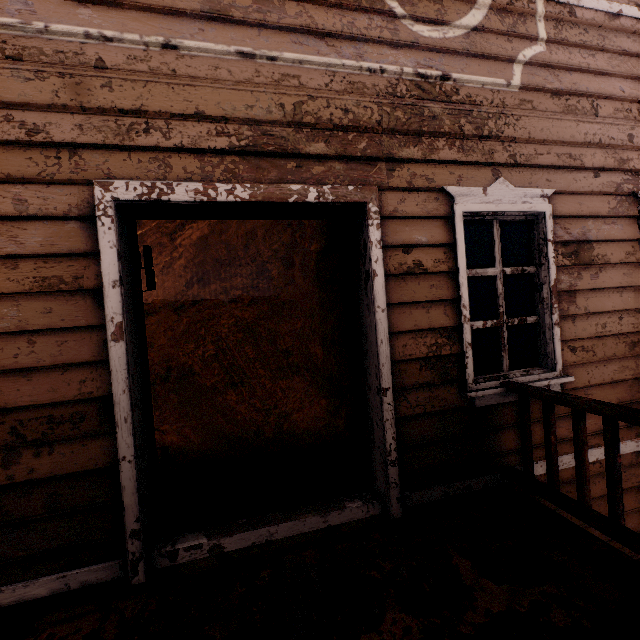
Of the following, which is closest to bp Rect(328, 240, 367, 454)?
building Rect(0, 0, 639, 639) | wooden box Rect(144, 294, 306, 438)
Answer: building Rect(0, 0, 639, 639)

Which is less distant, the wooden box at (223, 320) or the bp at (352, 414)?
the bp at (352, 414)

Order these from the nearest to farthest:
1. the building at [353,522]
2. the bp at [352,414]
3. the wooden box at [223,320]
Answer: the building at [353,522] < the bp at [352,414] < the wooden box at [223,320]

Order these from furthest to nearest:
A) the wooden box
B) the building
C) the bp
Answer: the wooden box, the bp, the building

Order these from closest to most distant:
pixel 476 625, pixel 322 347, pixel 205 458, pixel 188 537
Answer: pixel 476 625 → pixel 188 537 → pixel 205 458 → pixel 322 347

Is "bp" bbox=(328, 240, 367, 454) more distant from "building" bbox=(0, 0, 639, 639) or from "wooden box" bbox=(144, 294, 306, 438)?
"wooden box" bbox=(144, 294, 306, 438)
